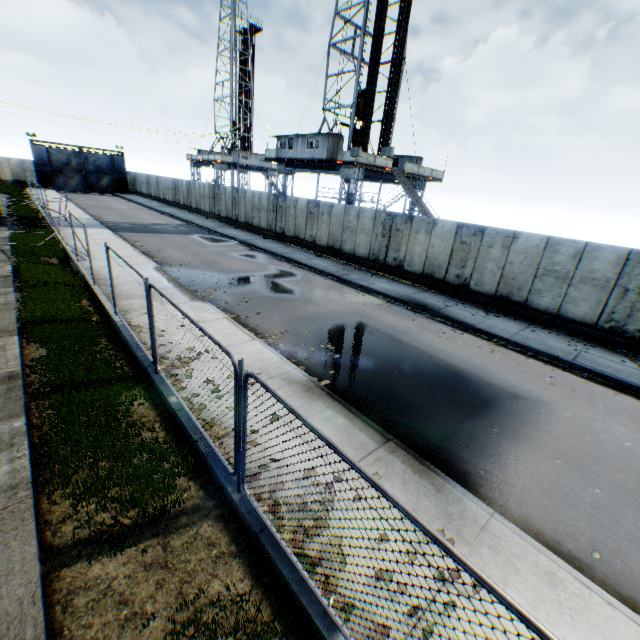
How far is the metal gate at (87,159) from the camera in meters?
44.2

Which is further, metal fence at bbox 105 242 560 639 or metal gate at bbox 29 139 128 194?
metal gate at bbox 29 139 128 194

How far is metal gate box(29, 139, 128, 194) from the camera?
44.2 meters

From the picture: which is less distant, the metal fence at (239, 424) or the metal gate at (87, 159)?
the metal fence at (239, 424)

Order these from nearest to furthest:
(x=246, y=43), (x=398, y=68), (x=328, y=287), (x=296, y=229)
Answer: (x=328, y=287)
(x=296, y=229)
(x=398, y=68)
(x=246, y=43)
